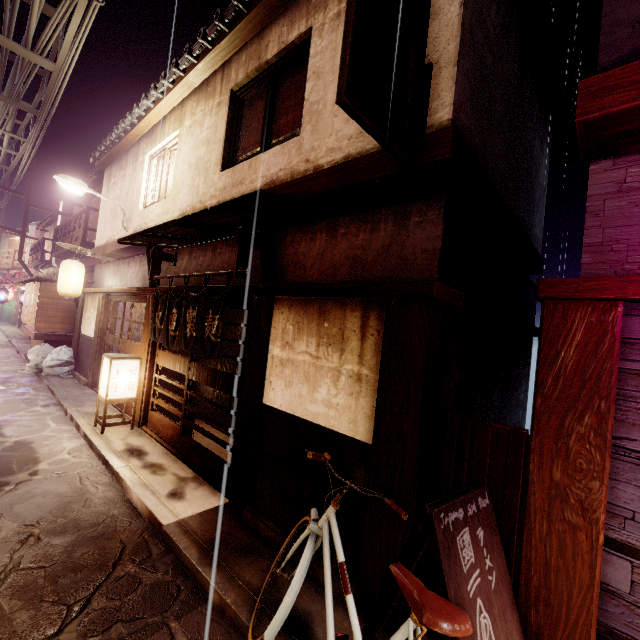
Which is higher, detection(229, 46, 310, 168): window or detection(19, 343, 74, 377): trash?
detection(229, 46, 310, 168): window

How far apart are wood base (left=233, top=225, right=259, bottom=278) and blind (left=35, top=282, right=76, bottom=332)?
18.6m

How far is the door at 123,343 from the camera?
13.7m

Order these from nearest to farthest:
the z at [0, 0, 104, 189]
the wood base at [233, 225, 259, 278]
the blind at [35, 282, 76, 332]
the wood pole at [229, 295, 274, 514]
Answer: the wood pole at [229, 295, 274, 514] → the wood base at [233, 225, 259, 278] → the z at [0, 0, 104, 189] → the blind at [35, 282, 76, 332]

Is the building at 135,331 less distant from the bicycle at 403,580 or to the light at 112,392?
the light at 112,392

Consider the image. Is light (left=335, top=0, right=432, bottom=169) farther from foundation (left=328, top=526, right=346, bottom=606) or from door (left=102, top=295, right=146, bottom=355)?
door (left=102, top=295, right=146, bottom=355)

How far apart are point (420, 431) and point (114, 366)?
11.04m

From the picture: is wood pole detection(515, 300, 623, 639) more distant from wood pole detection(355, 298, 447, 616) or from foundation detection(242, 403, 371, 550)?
foundation detection(242, 403, 371, 550)
